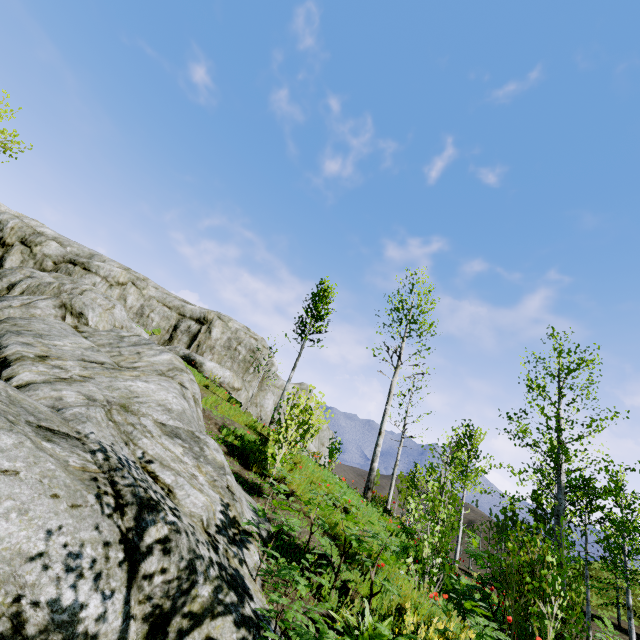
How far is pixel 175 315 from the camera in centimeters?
2519cm

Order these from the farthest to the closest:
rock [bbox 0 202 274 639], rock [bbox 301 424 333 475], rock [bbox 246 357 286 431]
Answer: rock [bbox 246 357 286 431] → rock [bbox 301 424 333 475] → rock [bbox 0 202 274 639]

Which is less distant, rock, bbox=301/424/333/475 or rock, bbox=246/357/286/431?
rock, bbox=301/424/333/475

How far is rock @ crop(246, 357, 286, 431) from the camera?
25.05m

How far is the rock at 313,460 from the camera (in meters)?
10.49

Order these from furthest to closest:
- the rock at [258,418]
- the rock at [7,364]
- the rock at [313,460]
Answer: the rock at [258,418]
the rock at [313,460]
the rock at [7,364]
